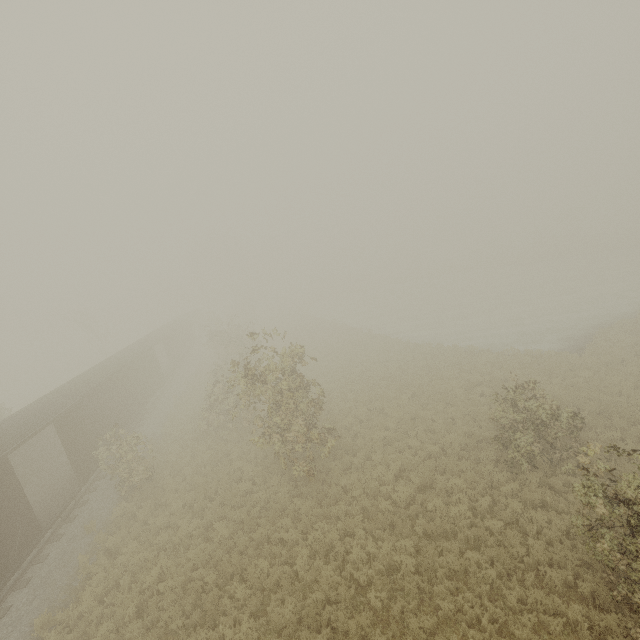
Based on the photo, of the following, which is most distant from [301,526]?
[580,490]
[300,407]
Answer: [580,490]
